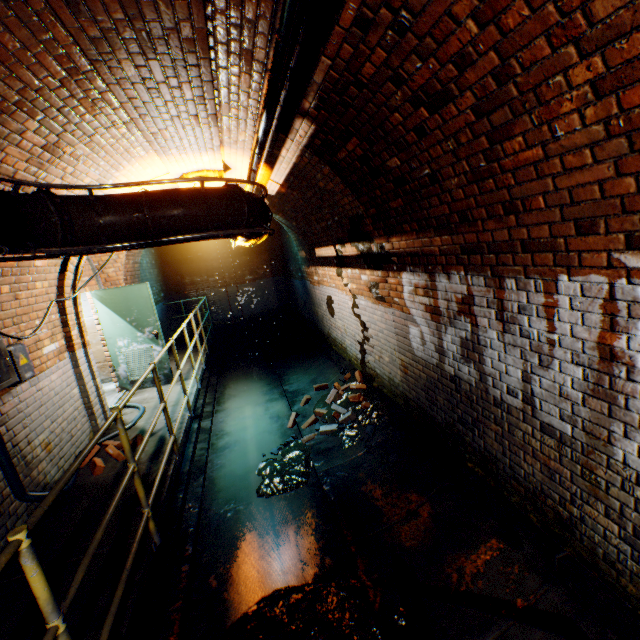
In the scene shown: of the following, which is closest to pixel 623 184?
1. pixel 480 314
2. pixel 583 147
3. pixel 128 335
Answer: pixel 583 147

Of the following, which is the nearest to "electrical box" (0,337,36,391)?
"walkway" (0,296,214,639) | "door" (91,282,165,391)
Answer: "walkway" (0,296,214,639)

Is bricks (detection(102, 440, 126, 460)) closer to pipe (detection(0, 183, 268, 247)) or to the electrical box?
the electrical box

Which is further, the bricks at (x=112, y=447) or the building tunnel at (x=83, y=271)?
the bricks at (x=112, y=447)

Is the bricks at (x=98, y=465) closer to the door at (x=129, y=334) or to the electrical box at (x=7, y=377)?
the electrical box at (x=7, y=377)

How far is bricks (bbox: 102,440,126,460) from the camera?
4.16m

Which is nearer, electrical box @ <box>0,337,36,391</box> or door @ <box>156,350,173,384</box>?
electrical box @ <box>0,337,36,391</box>

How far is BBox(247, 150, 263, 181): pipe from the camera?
3.5 meters
